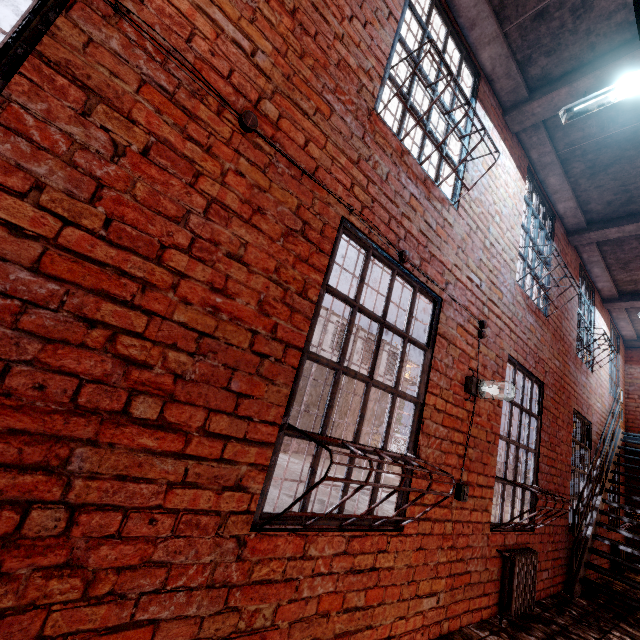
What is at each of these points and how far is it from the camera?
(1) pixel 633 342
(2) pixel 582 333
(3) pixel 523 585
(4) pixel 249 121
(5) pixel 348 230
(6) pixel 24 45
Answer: (1) ceiling beam, 9.16m
(2) metal bar, 6.58m
(3) radiator, 3.50m
(4) wiring, 1.74m
(5) metal bar, 2.31m
(6) metal bar, 1.22m

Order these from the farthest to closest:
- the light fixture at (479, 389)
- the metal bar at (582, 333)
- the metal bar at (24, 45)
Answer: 1. the metal bar at (582, 333)
2. the light fixture at (479, 389)
3. the metal bar at (24, 45)

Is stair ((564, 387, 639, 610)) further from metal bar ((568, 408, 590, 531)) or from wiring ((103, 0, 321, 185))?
wiring ((103, 0, 321, 185))

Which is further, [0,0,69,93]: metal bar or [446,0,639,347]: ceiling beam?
[446,0,639,347]: ceiling beam

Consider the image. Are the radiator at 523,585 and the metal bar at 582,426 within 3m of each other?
yes

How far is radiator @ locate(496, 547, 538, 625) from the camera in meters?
3.3

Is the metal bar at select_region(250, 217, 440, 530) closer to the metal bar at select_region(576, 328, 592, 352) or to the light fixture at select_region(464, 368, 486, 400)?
the light fixture at select_region(464, 368, 486, 400)

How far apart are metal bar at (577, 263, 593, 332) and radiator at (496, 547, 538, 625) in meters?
3.7
